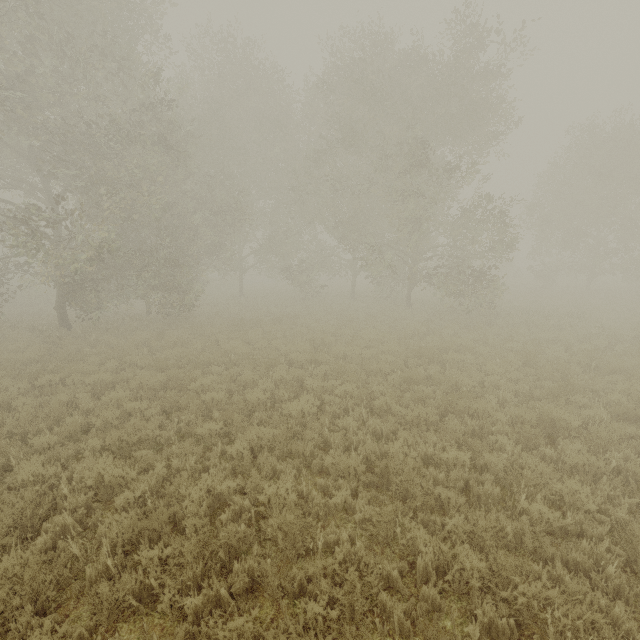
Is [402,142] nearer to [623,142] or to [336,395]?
[336,395]
